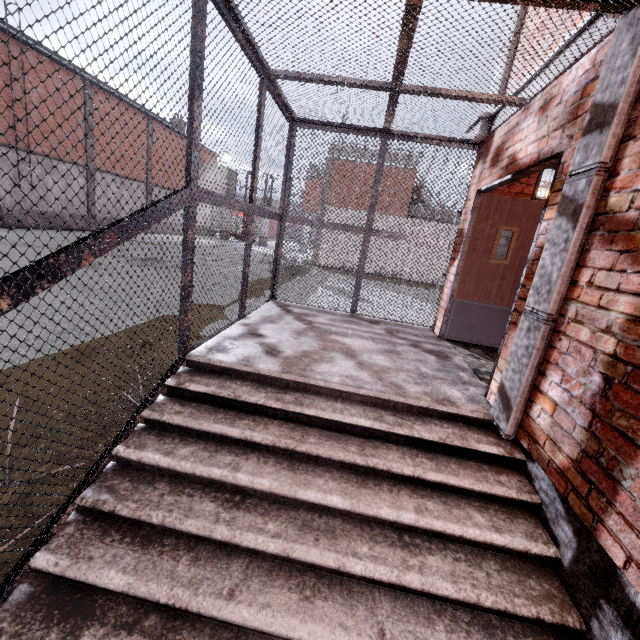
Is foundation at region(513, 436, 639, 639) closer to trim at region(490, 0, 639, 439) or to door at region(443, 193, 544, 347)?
trim at region(490, 0, 639, 439)

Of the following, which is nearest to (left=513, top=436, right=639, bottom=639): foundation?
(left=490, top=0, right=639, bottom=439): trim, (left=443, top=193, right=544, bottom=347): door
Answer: (left=490, top=0, right=639, bottom=439): trim

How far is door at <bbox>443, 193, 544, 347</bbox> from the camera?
4.52m

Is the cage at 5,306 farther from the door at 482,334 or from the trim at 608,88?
the door at 482,334

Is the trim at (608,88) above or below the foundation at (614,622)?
above

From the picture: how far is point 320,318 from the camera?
5.1m

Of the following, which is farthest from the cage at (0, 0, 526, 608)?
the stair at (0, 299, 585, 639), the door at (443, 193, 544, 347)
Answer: the door at (443, 193, 544, 347)
